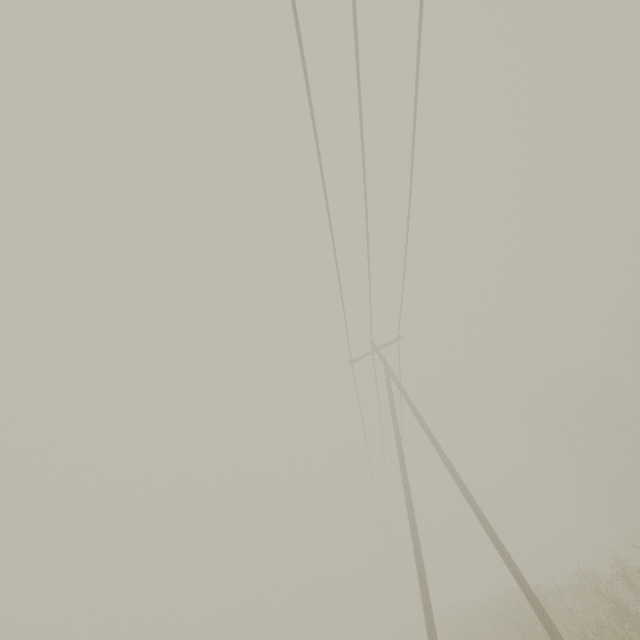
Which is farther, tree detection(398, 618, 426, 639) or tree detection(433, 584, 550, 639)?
tree detection(398, 618, 426, 639)

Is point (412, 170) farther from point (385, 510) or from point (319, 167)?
point (385, 510)

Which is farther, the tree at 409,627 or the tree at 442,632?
the tree at 409,627
